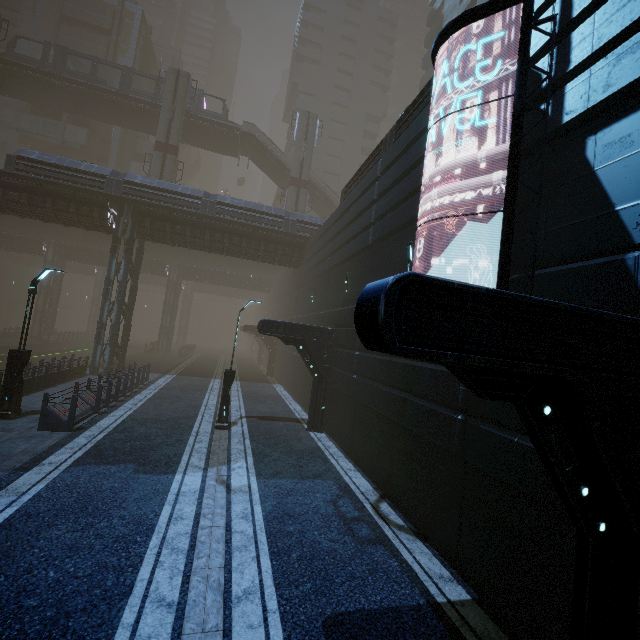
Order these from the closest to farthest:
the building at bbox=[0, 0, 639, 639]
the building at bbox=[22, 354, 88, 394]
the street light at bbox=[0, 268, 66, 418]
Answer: the building at bbox=[0, 0, 639, 639] → the street light at bbox=[0, 268, 66, 418] → the building at bbox=[22, 354, 88, 394]

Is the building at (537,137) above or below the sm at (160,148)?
below

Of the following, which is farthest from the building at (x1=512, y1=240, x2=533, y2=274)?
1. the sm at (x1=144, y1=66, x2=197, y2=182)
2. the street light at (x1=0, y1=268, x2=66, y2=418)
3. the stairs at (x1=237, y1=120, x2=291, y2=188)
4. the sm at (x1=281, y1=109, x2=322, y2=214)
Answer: the sm at (x1=144, y1=66, x2=197, y2=182)

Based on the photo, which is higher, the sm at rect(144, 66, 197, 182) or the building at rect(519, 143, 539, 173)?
the sm at rect(144, 66, 197, 182)

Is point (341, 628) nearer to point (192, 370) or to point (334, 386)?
point (334, 386)

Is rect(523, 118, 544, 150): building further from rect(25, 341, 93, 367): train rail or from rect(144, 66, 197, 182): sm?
rect(144, 66, 197, 182): sm

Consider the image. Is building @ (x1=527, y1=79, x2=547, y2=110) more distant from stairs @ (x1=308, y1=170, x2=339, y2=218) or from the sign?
stairs @ (x1=308, y1=170, x2=339, y2=218)

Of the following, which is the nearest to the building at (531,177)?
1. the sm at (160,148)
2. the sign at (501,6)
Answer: the sign at (501,6)
